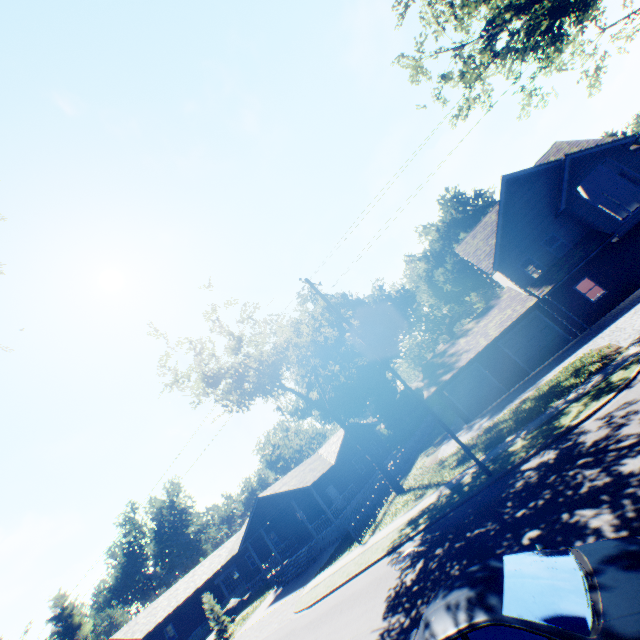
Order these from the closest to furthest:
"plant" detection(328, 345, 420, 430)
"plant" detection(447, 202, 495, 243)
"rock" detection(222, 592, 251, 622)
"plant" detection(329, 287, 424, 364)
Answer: "rock" detection(222, 592, 251, 622) < "plant" detection(328, 345, 420, 430) < "plant" detection(329, 287, 424, 364) < "plant" detection(447, 202, 495, 243)

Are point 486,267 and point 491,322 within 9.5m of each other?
yes

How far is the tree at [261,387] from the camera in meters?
22.0

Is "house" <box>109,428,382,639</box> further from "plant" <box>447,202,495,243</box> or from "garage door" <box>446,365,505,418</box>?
"garage door" <box>446,365,505,418</box>

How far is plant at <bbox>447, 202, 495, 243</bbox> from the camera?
55.58m

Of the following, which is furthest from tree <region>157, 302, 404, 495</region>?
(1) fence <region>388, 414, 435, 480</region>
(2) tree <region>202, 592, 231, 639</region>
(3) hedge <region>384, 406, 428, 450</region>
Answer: (3) hedge <region>384, 406, 428, 450</region>

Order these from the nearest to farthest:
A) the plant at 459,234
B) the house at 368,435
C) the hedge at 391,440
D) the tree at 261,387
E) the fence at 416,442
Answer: the tree at 261,387, the fence at 416,442, the house at 368,435, the hedge at 391,440, the plant at 459,234

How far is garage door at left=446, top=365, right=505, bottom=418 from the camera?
24.3 meters
